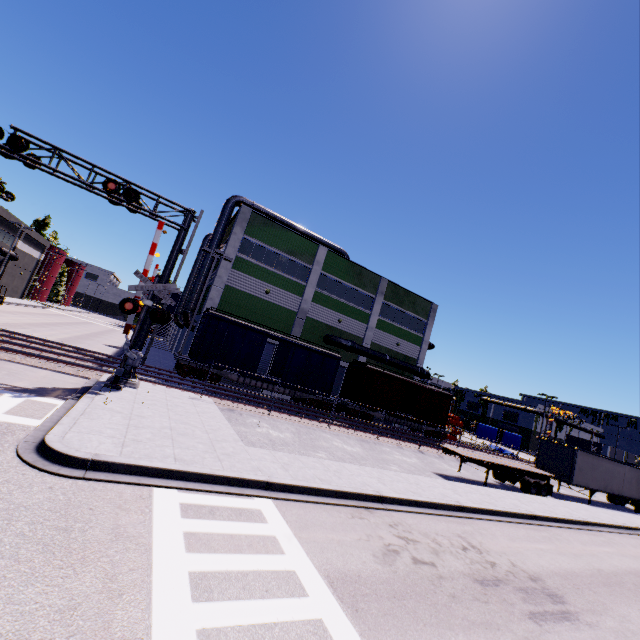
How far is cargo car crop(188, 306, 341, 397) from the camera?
21.9 meters

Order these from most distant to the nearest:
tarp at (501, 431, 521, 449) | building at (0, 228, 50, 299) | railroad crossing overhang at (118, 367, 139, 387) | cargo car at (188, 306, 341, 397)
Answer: building at (0, 228, 50, 299) → tarp at (501, 431, 521, 449) → cargo car at (188, 306, 341, 397) → railroad crossing overhang at (118, 367, 139, 387)

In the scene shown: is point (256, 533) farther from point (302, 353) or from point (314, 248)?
point (314, 248)

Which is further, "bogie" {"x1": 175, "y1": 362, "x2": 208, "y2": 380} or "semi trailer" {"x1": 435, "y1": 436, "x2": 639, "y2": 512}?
"bogie" {"x1": 175, "y1": 362, "x2": 208, "y2": 380}

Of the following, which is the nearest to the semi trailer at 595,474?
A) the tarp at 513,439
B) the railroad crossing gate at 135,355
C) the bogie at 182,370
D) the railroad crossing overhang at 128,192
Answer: the tarp at 513,439

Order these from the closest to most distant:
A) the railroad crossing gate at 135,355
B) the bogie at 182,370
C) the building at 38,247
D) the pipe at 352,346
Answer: the railroad crossing gate at 135,355 < the bogie at 182,370 < the pipe at 352,346 < the building at 38,247

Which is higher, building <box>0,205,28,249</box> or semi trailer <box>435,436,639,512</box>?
building <box>0,205,28,249</box>

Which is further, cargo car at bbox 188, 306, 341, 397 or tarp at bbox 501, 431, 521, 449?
tarp at bbox 501, 431, 521, 449
